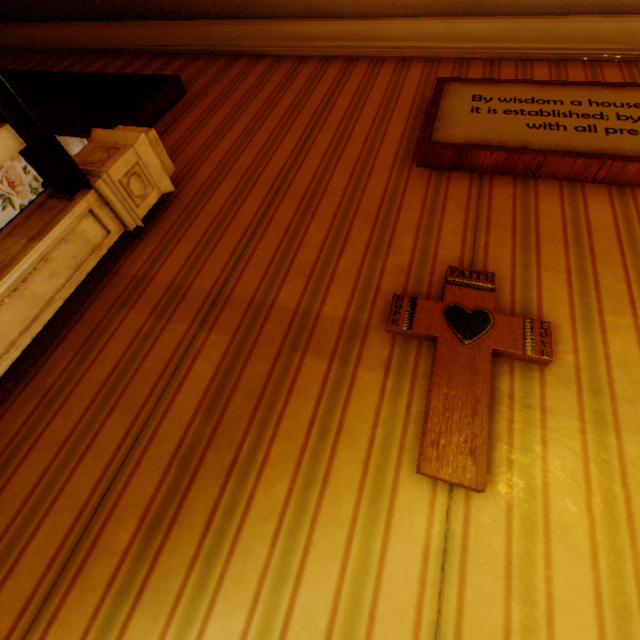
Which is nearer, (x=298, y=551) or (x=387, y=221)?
(x=298, y=551)

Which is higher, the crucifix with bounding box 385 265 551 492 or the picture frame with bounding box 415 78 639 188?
the picture frame with bounding box 415 78 639 188

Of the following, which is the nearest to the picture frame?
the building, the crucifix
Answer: the building

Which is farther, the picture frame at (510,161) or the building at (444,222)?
the picture frame at (510,161)

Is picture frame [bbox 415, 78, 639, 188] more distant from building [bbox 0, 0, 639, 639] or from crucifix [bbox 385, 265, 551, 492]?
crucifix [bbox 385, 265, 551, 492]

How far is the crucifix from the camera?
0.7 meters

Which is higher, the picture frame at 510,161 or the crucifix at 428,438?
the picture frame at 510,161
